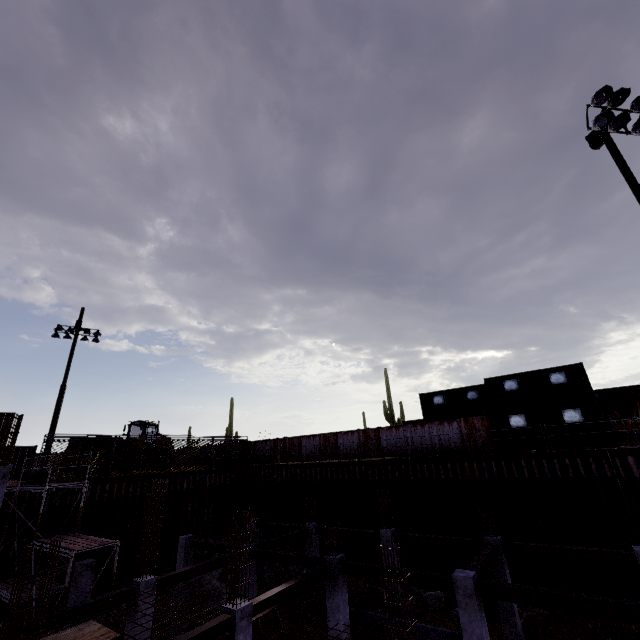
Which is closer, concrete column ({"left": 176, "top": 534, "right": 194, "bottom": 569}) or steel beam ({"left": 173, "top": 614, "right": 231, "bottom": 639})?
steel beam ({"left": 173, "top": 614, "right": 231, "bottom": 639})

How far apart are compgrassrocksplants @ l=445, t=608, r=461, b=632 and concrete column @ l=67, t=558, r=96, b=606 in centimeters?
1579cm

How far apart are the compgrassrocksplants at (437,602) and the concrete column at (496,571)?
2.9m

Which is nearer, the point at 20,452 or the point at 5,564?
the point at 5,564

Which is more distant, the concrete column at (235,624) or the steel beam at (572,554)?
the steel beam at (572,554)

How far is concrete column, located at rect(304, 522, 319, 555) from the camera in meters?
18.5

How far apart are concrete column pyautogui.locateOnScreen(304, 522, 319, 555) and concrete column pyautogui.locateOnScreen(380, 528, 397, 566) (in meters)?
4.33

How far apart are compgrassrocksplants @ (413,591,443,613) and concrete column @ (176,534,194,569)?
12.1m
